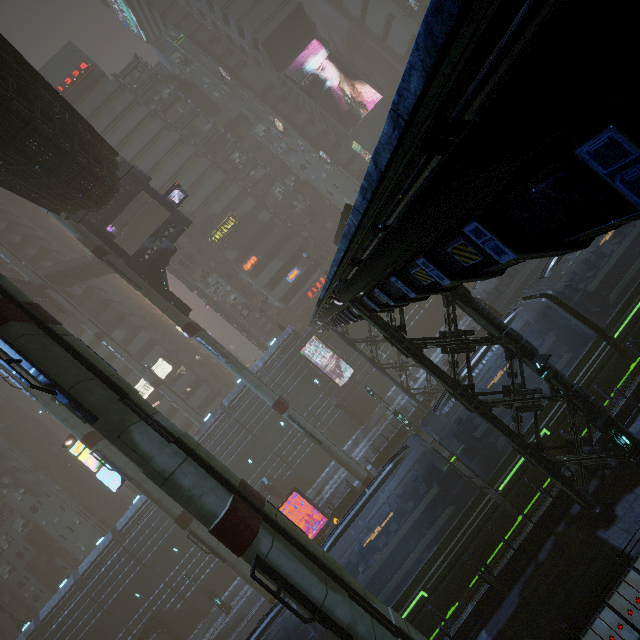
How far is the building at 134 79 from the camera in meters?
50.9

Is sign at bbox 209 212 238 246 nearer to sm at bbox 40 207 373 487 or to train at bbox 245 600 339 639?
sm at bbox 40 207 373 487

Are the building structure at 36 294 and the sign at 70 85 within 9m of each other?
no

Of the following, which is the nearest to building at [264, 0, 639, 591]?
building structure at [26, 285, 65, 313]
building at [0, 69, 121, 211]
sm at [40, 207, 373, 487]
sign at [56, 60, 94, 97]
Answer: sign at [56, 60, 94, 97]

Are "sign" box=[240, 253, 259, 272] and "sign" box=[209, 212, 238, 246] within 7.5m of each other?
yes

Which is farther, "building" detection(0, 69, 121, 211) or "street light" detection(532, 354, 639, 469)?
"building" detection(0, 69, 121, 211)

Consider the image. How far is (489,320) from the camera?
10.8 meters

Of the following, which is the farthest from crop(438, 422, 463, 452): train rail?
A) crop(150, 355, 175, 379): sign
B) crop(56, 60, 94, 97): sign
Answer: crop(56, 60, 94, 97): sign
